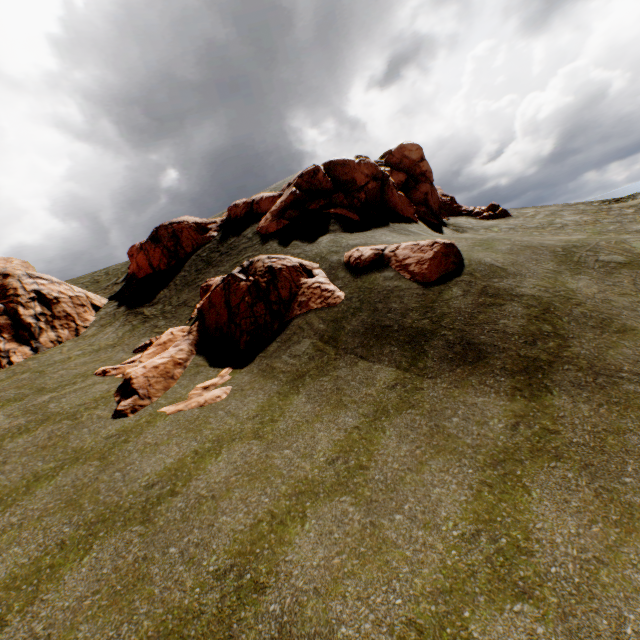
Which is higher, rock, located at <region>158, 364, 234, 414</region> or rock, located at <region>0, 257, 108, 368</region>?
rock, located at <region>0, 257, 108, 368</region>

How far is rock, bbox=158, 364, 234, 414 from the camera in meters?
10.6

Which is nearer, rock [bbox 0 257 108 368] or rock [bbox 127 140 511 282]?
rock [bbox 0 257 108 368]

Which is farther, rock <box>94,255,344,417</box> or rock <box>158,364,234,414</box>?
rock <box>94,255,344,417</box>

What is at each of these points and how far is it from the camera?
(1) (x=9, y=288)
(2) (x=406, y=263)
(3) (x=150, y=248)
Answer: (1) rock, 18.12m
(2) rock, 13.55m
(3) rock, 24.48m

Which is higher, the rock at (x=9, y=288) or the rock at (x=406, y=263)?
the rock at (x=9, y=288)
